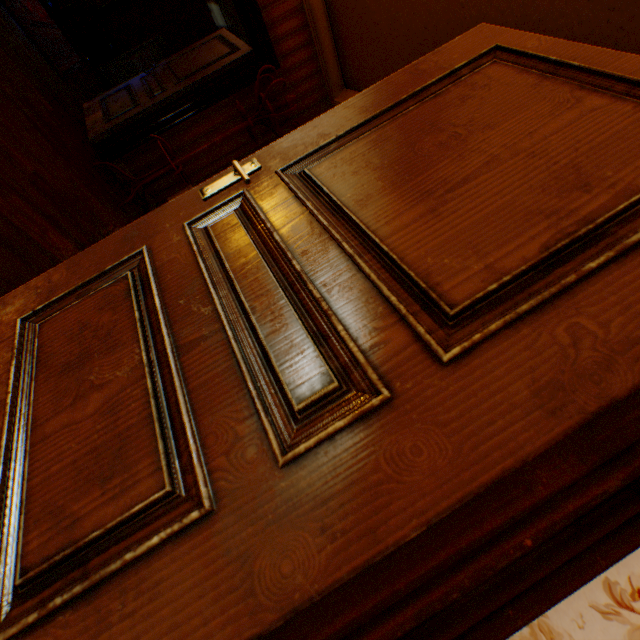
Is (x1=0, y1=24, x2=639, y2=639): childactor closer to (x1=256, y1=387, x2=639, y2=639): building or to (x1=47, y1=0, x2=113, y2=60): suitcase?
(x1=256, y1=387, x2=639, y2=639): building

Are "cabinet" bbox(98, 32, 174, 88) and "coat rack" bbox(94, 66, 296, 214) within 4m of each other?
no

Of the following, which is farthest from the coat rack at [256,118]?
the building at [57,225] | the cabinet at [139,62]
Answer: the cabinet at [139,62]

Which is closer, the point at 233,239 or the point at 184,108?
the point at 233,239

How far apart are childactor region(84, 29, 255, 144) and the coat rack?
0.5 meters

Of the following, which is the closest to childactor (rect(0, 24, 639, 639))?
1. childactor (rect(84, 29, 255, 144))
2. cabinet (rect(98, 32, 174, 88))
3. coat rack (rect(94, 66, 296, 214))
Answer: coat rack (rect(94, 66, 296, 214))

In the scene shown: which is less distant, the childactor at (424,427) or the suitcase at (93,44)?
the childactor at (424,427)

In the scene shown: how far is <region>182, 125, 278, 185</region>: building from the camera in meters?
4.3 m
